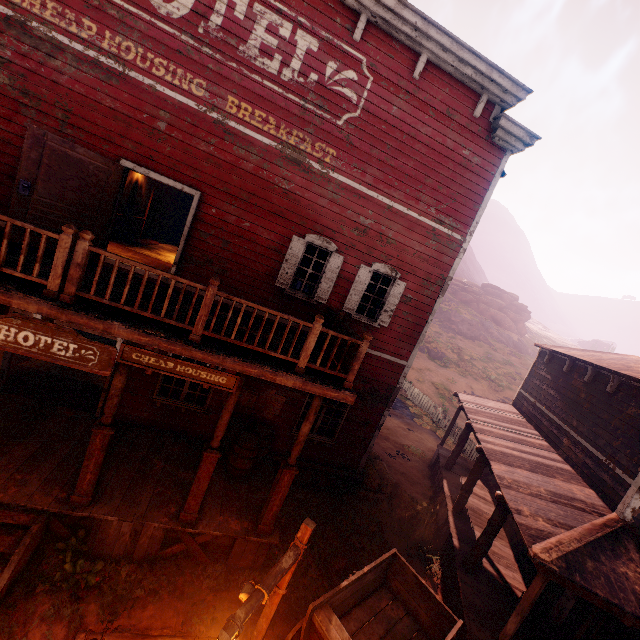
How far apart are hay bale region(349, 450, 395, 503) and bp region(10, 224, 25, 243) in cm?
992

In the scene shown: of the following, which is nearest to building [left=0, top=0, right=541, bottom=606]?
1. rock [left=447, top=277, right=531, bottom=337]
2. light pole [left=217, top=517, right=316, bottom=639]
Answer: light pole [left=217, top=517, right=316, bottom=639]

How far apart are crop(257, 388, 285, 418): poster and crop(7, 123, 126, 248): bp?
4.30m

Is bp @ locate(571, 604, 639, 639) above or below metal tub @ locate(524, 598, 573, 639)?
above

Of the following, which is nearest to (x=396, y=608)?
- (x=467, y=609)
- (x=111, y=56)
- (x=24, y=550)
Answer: (x=467, y=609)

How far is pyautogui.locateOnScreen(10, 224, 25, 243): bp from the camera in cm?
620

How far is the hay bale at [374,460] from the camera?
10.72m

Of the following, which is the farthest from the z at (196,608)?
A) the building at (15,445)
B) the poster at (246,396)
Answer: the poster at (246,396)
